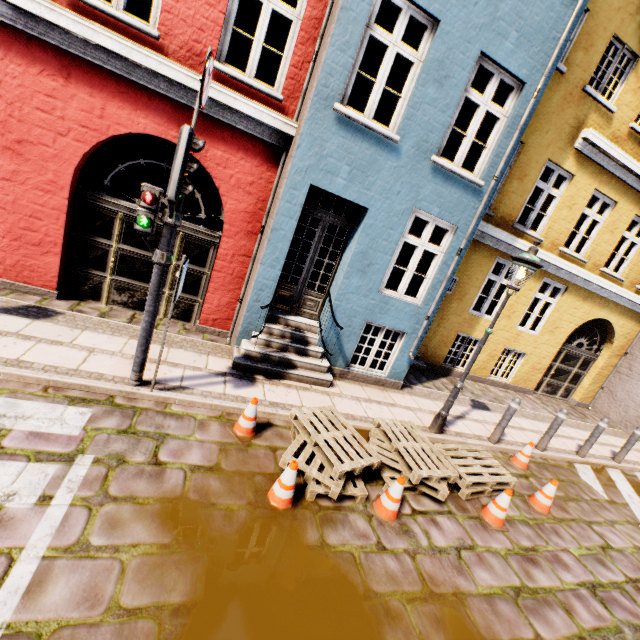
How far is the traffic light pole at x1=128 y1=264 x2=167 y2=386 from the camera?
4.0 meters

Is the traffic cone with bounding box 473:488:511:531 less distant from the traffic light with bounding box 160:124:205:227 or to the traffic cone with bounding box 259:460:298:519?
the traffic cone with bounding box 259:460:298:519

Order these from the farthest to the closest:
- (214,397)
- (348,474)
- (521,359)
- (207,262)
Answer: (521,359) < (207,262) < (214,397) < (348,474)

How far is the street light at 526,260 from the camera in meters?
5.2 m

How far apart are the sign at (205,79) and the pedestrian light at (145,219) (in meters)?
1.01

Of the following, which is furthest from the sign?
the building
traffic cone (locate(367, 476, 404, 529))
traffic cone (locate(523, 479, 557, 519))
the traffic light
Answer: traffic cone (locate(523, 479, 557, 519))

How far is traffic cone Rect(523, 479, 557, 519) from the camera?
5.2 meters

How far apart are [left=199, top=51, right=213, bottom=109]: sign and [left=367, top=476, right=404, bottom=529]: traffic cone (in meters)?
4.86
